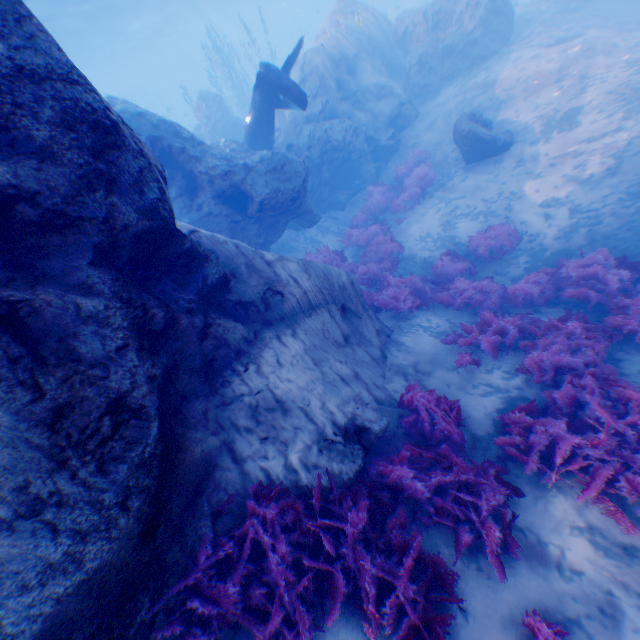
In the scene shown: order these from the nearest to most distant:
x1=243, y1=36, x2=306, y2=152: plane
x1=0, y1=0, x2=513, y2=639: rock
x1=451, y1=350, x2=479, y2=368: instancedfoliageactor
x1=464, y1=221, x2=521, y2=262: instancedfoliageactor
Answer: x1=0, y1=0, x2=513, y2=639: rock
x1=451, y1=350, x2=479, y2=368: instancedfoliageactor
x1=464, y1=221, x2=521, y2=262: instancedfoliageactor
x1=243, y1=36, x2=306, y2=152: plane

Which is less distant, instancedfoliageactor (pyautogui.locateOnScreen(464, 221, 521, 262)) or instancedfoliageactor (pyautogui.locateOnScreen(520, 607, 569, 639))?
instancedfoliageactor (pyautogui.locateOnScreen(520, 607, 569, 639))

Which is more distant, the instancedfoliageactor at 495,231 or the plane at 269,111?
the plane at 269,111

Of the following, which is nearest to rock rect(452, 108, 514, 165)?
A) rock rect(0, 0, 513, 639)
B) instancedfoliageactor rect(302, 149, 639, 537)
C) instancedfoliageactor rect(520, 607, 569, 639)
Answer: instancedfoliageactor rect(302, 149, 639, 537)

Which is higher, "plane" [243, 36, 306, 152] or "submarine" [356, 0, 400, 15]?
"submarine" [356, 0, 400, 15]

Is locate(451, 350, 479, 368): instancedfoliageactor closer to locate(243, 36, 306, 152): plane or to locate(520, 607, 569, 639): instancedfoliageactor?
locate(520, 607, 569, 639): instancedfoliageactor

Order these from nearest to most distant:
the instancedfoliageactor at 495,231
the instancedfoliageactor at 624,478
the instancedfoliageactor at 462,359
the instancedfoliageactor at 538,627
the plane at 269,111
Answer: the instancedfoliageactor at 538,627
the instancedfoliageactor at 624,478
the instancedfoliageactor at 462,359
the instancedfoliageactor at 495,231
the plane at 269,111

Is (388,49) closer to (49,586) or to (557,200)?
(557,200)
